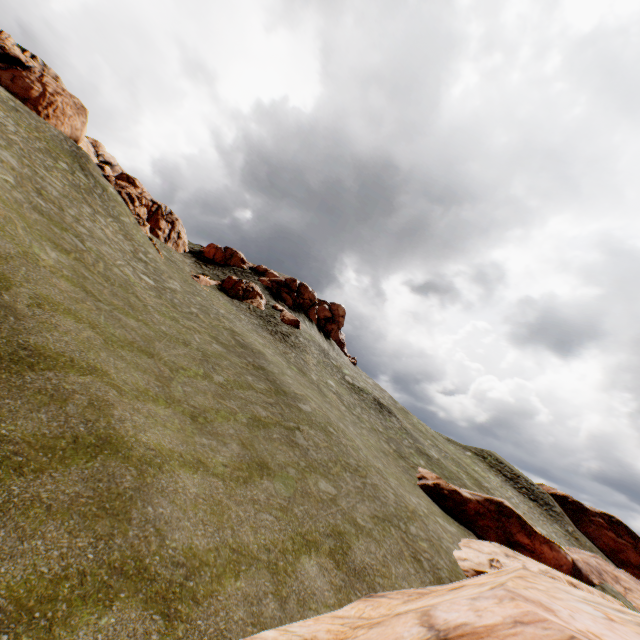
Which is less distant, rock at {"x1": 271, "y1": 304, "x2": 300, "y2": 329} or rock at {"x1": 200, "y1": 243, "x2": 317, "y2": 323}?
rock at {"x1": 271, "y1": 304, "x2": 300, "y2": 329}

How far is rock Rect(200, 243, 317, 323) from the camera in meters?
50.4

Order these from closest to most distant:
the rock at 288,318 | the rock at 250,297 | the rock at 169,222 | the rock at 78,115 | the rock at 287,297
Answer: the rock at 78,115, the rock at 169,222, the rock at 250,297, the rock at 288,318, the rock at 287,297

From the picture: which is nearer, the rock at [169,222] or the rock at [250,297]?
the rock at [169,222]

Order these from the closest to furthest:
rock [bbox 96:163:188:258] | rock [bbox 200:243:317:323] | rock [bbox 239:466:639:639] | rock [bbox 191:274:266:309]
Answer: rock [bbox 239:466:639:639], rock [bbox 96:163:188:258], rock [bbox 191:274:266:309], rock [bbox 200:243:317:323]

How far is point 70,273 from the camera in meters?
14.6
